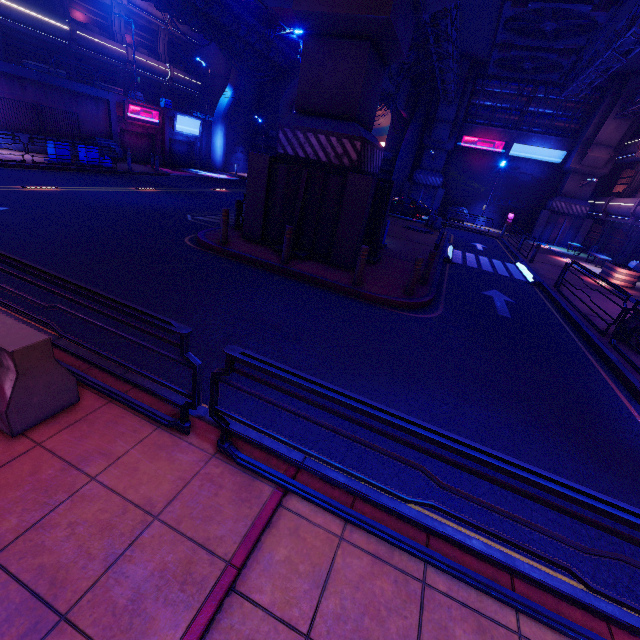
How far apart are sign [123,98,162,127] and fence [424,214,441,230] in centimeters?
2498cm

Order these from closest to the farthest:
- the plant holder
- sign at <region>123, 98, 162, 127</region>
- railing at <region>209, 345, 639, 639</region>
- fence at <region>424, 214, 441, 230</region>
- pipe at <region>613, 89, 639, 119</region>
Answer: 1. railing at <region>209, 345, 639, 639</region>
2. the plant holder
3. pipe at <region>613, 89, 639, 119</region>
4. fence at <region>424, 214, 441, 230</region>
5. sign at <region>123, 98, 162, 127</region>

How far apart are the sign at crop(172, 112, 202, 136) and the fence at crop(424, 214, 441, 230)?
24.9 meters

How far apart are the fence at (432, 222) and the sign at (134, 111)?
24.98m

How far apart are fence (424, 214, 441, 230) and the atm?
13.05m

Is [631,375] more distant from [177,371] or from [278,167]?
[278,167]

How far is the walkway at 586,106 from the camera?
26.9 meters

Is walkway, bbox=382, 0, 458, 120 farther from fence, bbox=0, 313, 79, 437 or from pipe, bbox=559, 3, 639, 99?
fence, bbox=0, 313, 79, 437
